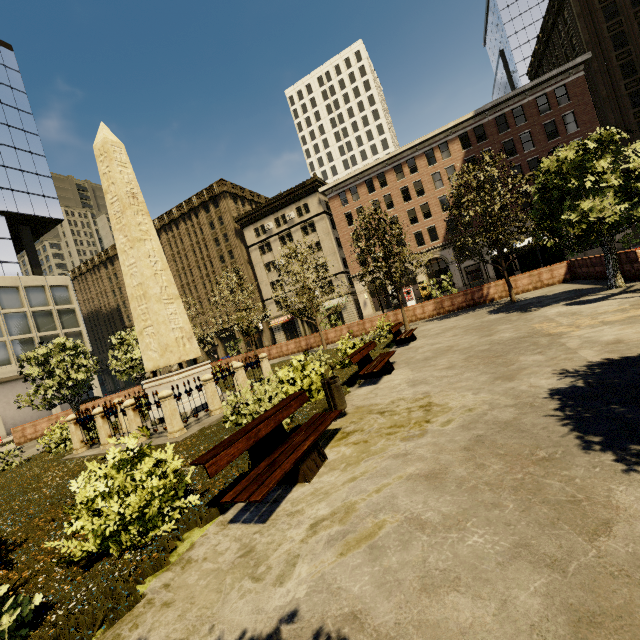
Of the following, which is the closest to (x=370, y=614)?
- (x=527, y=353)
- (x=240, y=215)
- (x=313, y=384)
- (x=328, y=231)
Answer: (x=313, y=384)

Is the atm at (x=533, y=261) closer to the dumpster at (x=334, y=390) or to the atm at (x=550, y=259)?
the atm at (x=550, y=259)

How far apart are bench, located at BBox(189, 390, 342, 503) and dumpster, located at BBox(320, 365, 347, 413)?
0.5m

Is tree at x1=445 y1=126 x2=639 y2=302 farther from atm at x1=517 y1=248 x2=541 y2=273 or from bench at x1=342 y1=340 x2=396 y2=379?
atm at x1=517 y1=248 x2=541 y2=273

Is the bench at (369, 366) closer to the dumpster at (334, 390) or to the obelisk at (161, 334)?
the dumpster at (334, 390)

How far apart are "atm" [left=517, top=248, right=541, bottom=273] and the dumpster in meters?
18.8

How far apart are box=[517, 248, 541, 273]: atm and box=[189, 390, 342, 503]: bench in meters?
19.7 m

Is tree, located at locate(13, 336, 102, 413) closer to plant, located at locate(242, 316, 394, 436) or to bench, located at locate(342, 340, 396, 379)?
plant, located at locate(242, 316, 394, 436)
